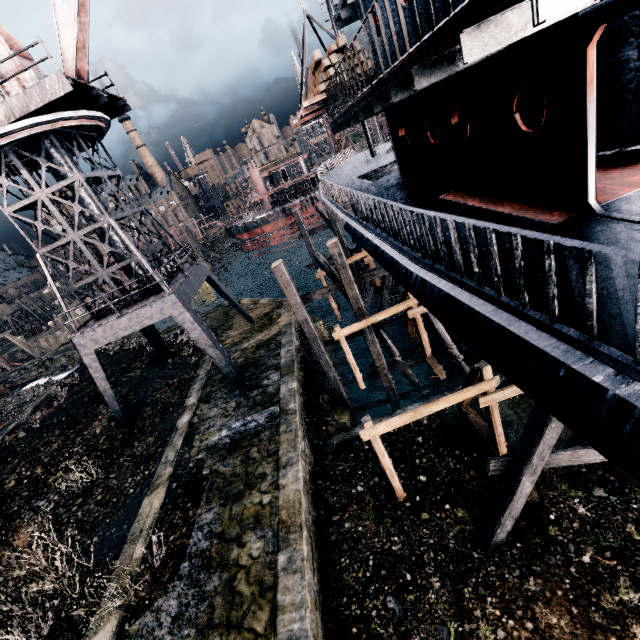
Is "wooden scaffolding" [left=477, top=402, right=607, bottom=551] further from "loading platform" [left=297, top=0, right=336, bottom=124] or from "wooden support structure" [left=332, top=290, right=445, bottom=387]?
"loading platform" [left=297, top=0, right=336, bottom=124]

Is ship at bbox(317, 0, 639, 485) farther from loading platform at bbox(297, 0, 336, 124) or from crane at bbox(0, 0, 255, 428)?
crane at bbox(0, 0, 255, 428)

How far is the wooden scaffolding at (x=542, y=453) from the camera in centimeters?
736cm

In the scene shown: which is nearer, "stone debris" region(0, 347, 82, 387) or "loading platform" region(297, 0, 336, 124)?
"loading platform" region(297, 0, 336, 124)

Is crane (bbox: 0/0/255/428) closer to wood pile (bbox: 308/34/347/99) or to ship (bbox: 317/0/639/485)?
ship (bbox: 317/0/639/485)

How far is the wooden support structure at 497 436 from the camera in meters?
9.4

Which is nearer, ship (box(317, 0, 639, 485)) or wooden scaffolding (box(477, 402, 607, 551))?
ship (box(317, 0, 639, 485))

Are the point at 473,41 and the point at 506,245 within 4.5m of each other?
yes
